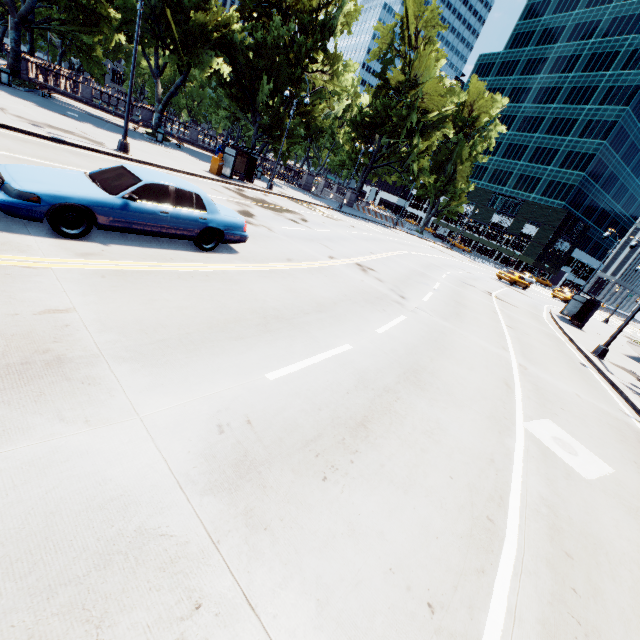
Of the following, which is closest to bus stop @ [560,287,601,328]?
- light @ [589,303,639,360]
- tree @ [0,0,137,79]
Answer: tree @ [0,0,137,79]

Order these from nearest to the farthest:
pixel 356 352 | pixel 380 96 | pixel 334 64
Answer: pixel 356 352 < pixel 334 64 < pixel 380 96

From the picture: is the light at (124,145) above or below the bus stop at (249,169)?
below

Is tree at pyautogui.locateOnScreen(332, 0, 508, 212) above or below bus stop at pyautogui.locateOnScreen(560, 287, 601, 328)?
above

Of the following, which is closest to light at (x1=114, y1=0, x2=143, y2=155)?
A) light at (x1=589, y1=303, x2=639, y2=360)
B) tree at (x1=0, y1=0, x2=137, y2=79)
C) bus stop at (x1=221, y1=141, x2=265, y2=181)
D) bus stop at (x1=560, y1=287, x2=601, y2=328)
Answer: bus stop at (x1=221, y1=141, x2=265, y2=181)

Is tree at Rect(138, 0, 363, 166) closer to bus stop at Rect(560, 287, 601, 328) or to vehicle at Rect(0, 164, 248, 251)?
bus stop at Rect(560, 287, 601, 328)

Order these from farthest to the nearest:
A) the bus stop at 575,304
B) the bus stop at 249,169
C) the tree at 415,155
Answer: the tree at 415,155
the bus stop at 575,304
the bus stop at 249,169

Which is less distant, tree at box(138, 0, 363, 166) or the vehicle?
the vehicle
